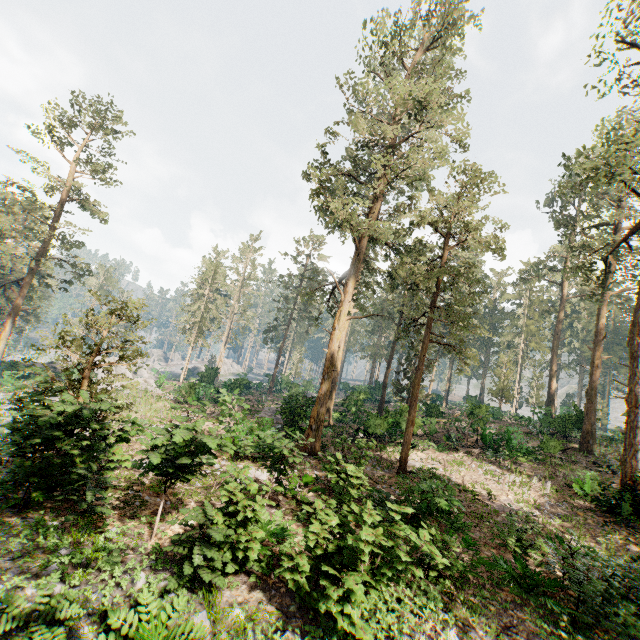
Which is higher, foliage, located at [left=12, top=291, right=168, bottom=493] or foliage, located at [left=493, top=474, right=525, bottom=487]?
foliage, located at [left=12, top=291, right=168, bottom=493]

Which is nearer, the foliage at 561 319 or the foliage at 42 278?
the foliage at 561 319

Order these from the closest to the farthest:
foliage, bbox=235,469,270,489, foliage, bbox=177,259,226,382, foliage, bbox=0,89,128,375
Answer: foliage, bbox=235,469,270,489
foliage, bbox=0,89,128,375
foliage, bbox=177,259,226,382

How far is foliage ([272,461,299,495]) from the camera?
10.4m

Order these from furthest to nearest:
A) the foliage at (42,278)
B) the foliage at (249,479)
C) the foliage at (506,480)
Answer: the foliage at (42,278) < the foliage at (506,480) < the foliage at (249,479)

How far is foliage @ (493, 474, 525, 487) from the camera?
17.83m

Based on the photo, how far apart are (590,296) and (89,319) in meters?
28.2
